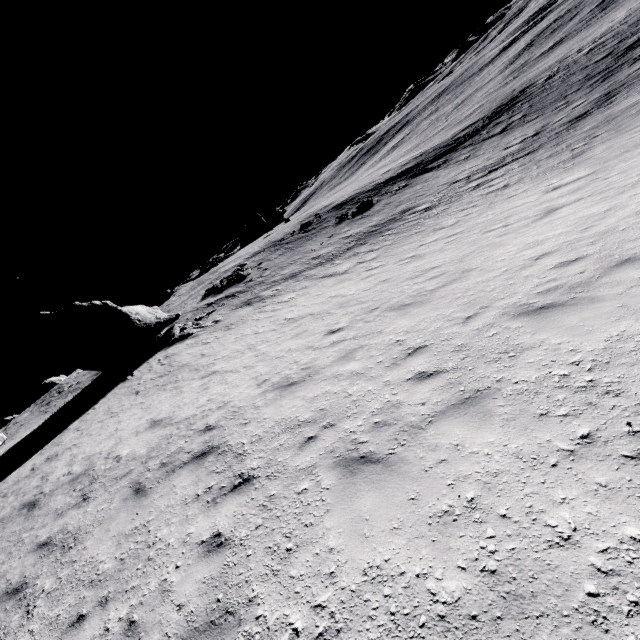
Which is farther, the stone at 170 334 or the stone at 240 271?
the stone at 240 271

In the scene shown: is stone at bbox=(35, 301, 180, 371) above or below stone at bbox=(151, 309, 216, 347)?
above

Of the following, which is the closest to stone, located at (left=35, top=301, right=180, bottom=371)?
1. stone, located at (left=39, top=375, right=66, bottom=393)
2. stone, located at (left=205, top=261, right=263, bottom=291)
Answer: stone, located at (left=205, top=261, right=263, bottom=291)

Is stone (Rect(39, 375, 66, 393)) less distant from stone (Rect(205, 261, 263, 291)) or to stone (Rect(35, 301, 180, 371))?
stone (Rect(35, 301, 180, 371))

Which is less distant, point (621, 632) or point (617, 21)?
point (621, 632)

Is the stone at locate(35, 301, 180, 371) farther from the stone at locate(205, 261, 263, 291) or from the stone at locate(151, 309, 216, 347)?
the stone at locate(205, 261, 263, 291)

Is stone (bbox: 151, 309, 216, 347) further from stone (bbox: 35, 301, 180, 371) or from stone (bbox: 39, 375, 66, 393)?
stone (bbox: 39, 375, 66, 393)

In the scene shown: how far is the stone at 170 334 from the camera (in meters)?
21.48
